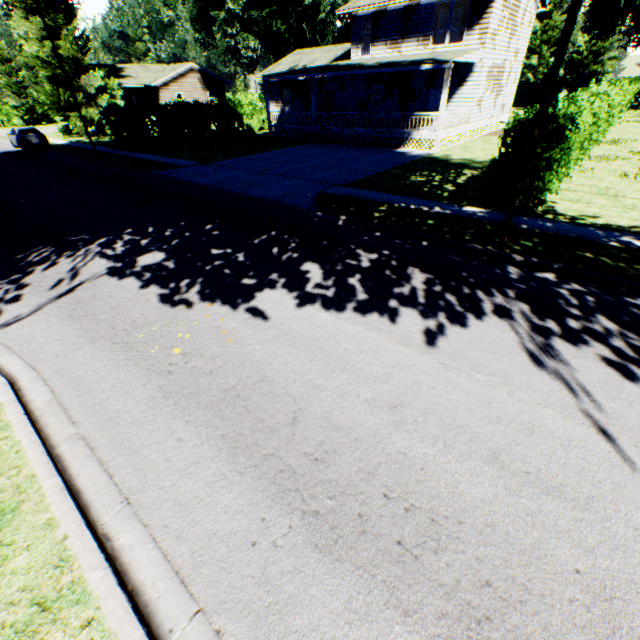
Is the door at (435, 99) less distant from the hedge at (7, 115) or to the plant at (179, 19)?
the plant at (179, 19)

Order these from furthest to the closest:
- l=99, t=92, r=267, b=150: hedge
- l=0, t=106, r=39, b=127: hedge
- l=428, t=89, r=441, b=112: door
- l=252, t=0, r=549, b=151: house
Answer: l=0, t=106, r=39, b=127: hedge < l=99, t=92, r=267, b=150: hedge < l=428, t=89, r=441, b=112: door < l=252, t=0, r=549, b=151: house

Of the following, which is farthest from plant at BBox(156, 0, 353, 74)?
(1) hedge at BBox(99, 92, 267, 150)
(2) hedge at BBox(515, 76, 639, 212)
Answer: (2) hedge at BBox(515, 76, 639, 212)

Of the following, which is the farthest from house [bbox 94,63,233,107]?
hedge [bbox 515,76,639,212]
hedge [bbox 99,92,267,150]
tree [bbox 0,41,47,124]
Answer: tree [bbox 0,41,47,124]

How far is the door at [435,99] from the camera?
22.77m

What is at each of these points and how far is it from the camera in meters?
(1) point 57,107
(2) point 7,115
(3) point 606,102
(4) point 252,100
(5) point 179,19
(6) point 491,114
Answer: (1) plant, 32.8
(2) hedge, 51.1
(3) hedge, 14.7
(4) hedge, 31.0
(5) plant, 31.4
(6) house, 25.2

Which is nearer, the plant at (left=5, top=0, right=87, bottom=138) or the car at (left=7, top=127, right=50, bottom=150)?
the car at (left=7, top=127, right=50, bottom=150)
